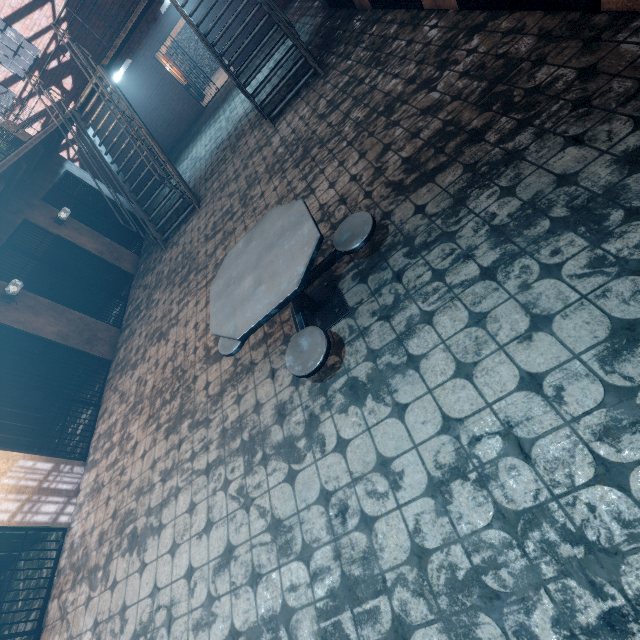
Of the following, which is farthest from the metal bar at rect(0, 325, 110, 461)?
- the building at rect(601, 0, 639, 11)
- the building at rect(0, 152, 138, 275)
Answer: the building at rect(601, 0, 639, 11)

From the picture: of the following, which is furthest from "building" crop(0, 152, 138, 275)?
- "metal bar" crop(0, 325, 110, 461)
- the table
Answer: the table

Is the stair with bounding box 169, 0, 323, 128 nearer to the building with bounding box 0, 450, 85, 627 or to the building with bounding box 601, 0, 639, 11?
the building with bounding box 601, 0, 639, 11

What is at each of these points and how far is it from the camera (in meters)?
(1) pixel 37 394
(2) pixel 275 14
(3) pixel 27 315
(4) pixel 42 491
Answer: (1) metal bar, 5.11
(2) stair, 6.24
(3) building, 5.75
(4) building, 4.43

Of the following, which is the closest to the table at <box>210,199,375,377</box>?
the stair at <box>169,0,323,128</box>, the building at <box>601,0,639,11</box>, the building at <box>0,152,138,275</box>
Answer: the building at <box>601,0,639,11</box>

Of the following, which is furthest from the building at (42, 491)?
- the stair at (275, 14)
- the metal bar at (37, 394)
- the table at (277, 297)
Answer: the stair at (275, 14)

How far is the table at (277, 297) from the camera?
2.2m

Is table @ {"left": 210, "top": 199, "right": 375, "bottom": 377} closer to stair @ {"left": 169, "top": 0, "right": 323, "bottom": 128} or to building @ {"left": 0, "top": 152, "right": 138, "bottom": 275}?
building @ {"left": 0, "top": 152, "right": 138, "bottom": 275}
